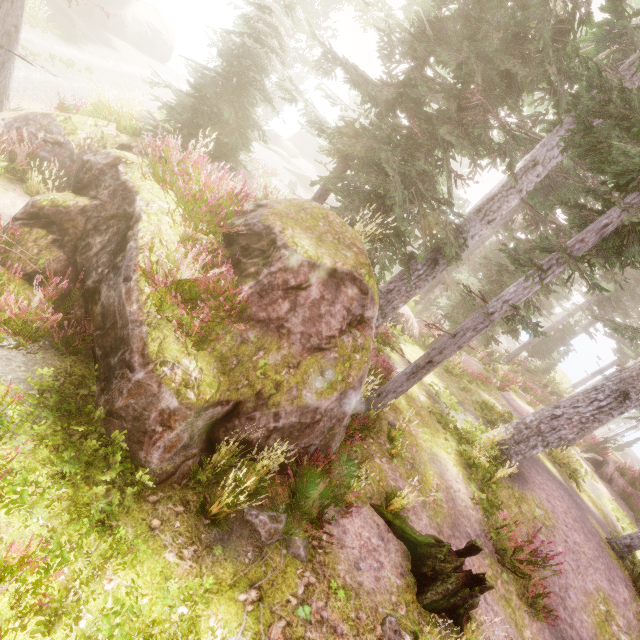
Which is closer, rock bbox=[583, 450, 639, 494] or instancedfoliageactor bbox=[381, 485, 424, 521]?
instancedfoliageactor bbox=[381, 485, 424, 521]

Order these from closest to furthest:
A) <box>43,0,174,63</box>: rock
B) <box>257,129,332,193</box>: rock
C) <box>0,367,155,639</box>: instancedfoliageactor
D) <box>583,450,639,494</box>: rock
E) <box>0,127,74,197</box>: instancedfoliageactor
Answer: <box>0,367,155,639</box>: instancedfoliageactor, <box>0,127,74,197</box>: instancedfoliageactor, <box>583,450,639,494</box>: rock, <box>43,0,174,63</box>: rock, <box>257,129,332,193</box>: rock

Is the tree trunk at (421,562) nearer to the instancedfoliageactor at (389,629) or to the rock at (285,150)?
the instancedfoliageactor at (389,629)

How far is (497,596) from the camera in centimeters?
686cm

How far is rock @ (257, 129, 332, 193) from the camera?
36.50m

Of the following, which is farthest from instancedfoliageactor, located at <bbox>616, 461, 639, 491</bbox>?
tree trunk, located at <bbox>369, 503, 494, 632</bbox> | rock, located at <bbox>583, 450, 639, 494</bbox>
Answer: tree trunk, located at <bbox>369, 503, 494, 632</bbox>

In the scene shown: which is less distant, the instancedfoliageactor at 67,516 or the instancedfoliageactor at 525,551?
the instancedfoliageactor at 67,516

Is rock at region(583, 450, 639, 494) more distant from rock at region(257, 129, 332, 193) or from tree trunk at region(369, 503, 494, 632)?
rock at region(257, 129, 332, 193)
